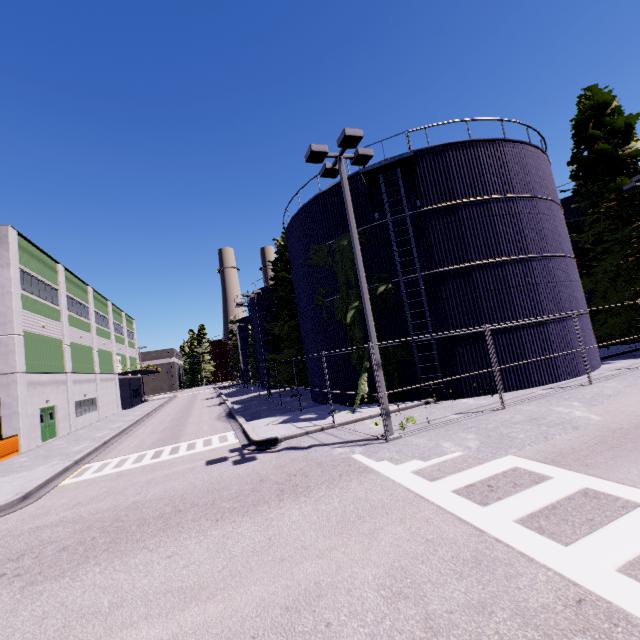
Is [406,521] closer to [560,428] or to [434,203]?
[560,428]

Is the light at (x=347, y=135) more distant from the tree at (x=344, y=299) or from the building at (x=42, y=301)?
the building at (x=42, y=301)

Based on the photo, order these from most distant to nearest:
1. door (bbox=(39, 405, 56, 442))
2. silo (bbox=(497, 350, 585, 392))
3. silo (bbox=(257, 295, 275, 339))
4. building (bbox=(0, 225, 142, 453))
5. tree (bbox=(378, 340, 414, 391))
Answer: silo (bbox=(257, 295, 275, 339)) < door (bbox=(39, 405, 56, 442)) < building (bbox=(0, 225, 142, 453)) < tree (bbox=(378, 340, 414, 391)) < silo (bbox=(497, 350, 585, 392))

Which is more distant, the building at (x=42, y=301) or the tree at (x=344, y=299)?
the building at (x=42, y=301)

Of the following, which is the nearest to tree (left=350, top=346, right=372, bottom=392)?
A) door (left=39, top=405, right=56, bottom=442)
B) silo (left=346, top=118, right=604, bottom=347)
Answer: silo (left=346, top=118, right=604, bottom=347)

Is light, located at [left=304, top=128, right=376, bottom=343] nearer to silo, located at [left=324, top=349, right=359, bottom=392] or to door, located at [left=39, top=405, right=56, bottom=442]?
silo, located at [left=324, top=349, right=359, bottom=392]

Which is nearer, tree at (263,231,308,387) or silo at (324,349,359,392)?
silo at (324,349,359,392)

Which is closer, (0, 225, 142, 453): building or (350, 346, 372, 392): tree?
(350, 346, 372, 392): tree
